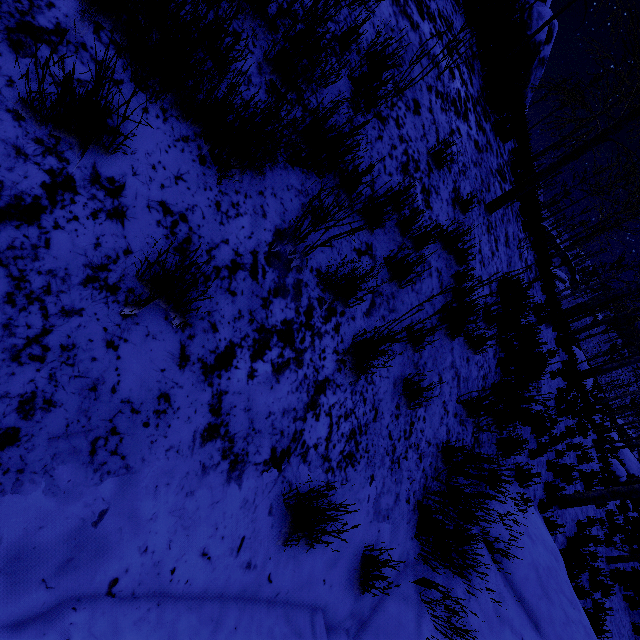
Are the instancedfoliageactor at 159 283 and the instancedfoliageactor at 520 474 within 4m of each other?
no

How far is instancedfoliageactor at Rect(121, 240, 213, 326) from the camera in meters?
1.3 m

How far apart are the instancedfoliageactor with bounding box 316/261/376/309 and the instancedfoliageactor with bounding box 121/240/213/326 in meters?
0.1 m

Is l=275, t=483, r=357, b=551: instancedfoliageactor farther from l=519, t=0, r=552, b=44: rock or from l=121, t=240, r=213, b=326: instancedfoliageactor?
l=519, t=0, r=552, b=44: rock

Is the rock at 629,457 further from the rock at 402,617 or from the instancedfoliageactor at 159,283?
the instancedfoliageactor at 159,283

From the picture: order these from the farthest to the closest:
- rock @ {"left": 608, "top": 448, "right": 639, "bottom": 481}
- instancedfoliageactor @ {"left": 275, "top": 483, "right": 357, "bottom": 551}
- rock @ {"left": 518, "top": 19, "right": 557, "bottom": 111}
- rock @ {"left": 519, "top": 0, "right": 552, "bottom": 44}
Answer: rock @ {"left": 519, "top": 0, "right": 552, "bottom": 44}
rock @ {"left": 608, "top": 448, "right": 639, "bottom": 481}
rock @ {"left": 518, "top": 19, "right": 557, "bottom": 111}
instancedfoliageactor @ {"left": 275, "top": 483, "right": 357, "bottom": 551}

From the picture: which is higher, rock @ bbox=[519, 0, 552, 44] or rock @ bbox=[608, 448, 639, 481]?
rock @ bbox=[519, 0, 552, 44]

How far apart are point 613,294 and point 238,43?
11.54m
